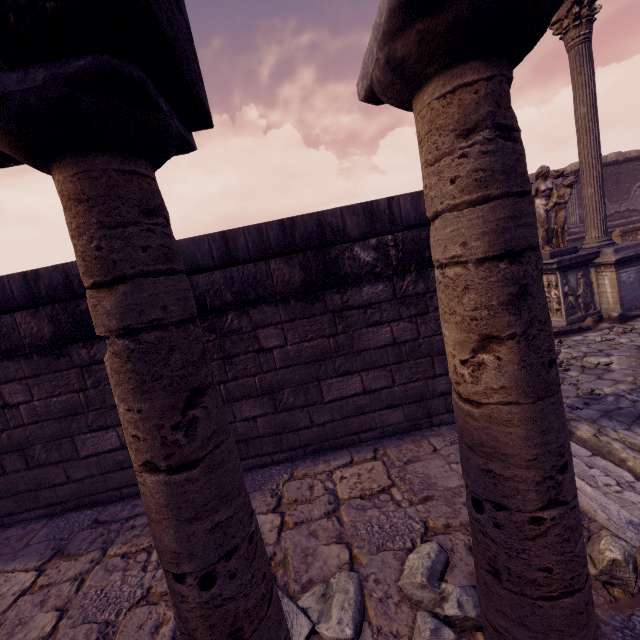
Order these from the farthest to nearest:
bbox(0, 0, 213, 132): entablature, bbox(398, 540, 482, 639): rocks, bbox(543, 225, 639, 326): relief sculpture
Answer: bbox(543, 225, 639, 326): relief sculpture < bbox(398, 540, 482, 639): rocks < bbox(0, 0, 213, 132): entablature

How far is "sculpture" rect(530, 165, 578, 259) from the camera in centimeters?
770cm

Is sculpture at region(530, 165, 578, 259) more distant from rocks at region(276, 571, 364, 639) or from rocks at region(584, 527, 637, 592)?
rocks at region(276, 571, 364, 639)

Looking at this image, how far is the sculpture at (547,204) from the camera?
7.70m

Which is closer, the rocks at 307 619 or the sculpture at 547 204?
the rocks at 307 619

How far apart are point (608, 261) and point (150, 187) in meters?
9.8 m

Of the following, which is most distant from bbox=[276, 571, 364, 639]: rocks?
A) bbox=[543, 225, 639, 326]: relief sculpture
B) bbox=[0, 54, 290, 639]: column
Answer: bbox=[543, 225, 639, 326]: relief sculpture

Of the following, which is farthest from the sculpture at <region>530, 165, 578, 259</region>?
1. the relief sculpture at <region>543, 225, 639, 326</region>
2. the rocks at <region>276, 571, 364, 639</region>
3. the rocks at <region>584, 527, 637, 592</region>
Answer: the rocks at <region>276, 571, 364, 639</region>
